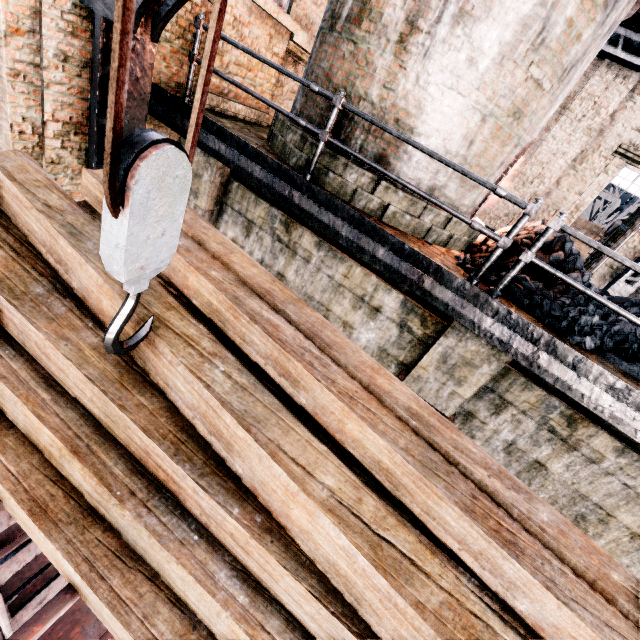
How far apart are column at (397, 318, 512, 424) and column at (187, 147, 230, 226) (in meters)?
5.01

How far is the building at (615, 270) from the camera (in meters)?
12.23

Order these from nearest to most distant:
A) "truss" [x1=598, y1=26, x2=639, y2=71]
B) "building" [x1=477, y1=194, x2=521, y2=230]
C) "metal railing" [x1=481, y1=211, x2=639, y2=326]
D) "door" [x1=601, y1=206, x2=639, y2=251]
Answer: "metal railing" [x1=481, y1=211, x2=639, y2=326]
"truss" [x1=598, y1=26, x2=639, y2=71]
"door" [x1=601, y1=206, x2=639, y2=251]
"building" [x1=477, y1=194, x2=521, y2=230]

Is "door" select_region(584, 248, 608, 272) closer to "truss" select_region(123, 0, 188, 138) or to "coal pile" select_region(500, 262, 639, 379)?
"coal pile" select_region(500, 262, 639, 379)

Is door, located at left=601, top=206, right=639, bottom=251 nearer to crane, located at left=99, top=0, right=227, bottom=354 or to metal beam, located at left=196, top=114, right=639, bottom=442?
metal beam, located at left=196, top=114, right=639, bottom=442

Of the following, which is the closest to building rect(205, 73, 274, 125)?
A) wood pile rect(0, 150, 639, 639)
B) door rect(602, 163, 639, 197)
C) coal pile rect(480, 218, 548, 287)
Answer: door rect(602, 163, 639, 197)

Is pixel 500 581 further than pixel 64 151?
No

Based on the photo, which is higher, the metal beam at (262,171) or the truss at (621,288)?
the truss at (621,288)
